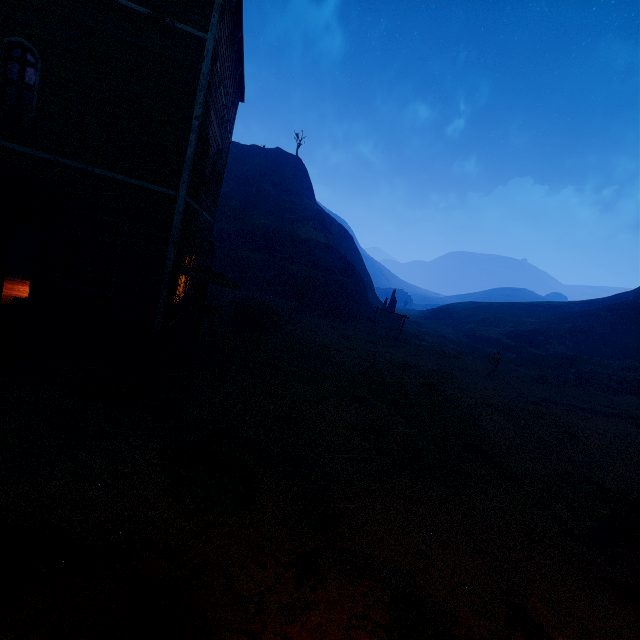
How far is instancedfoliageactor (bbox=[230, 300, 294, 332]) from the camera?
17.1m

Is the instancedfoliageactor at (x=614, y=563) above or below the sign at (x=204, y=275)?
below

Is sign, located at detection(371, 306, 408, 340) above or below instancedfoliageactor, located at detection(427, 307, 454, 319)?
below

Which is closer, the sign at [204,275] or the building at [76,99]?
the building at [76,99]

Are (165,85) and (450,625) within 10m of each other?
no

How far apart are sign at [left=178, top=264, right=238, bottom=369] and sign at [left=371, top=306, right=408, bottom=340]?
19.2 meters

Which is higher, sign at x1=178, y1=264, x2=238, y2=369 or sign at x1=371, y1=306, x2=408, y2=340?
sign at x1=178, y1=264, x2=238, y2=369

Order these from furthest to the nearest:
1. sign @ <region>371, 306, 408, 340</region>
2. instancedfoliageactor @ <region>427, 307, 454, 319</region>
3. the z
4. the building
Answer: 1. instancedfoliageactor @ <region>427, 307, 454, 319</region>
2. sign @ <region>371, 306, 408, 340</region>
3. the building
4. the z
